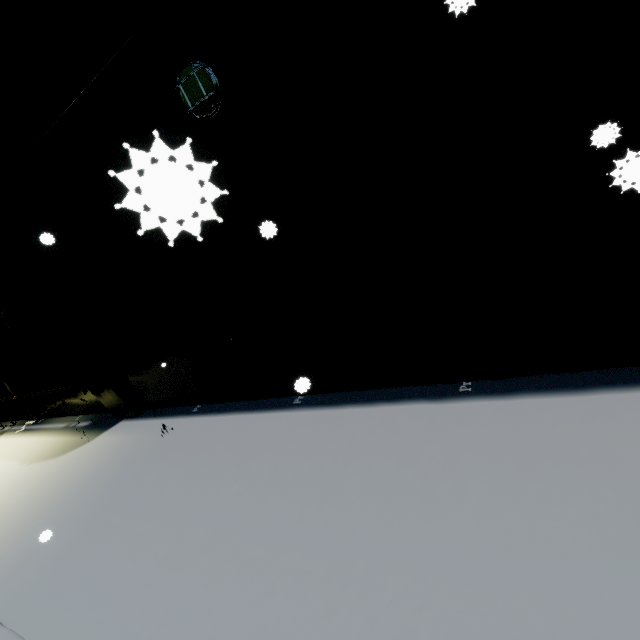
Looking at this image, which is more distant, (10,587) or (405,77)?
(10,587)

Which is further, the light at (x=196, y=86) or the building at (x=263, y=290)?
the light at (x=196, y=86)

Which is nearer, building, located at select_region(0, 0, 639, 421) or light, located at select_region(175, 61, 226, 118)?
building, located at select_region(0, 0, 639, 421)

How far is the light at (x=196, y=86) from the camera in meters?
3.1 m

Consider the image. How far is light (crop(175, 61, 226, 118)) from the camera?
3.1 meters
